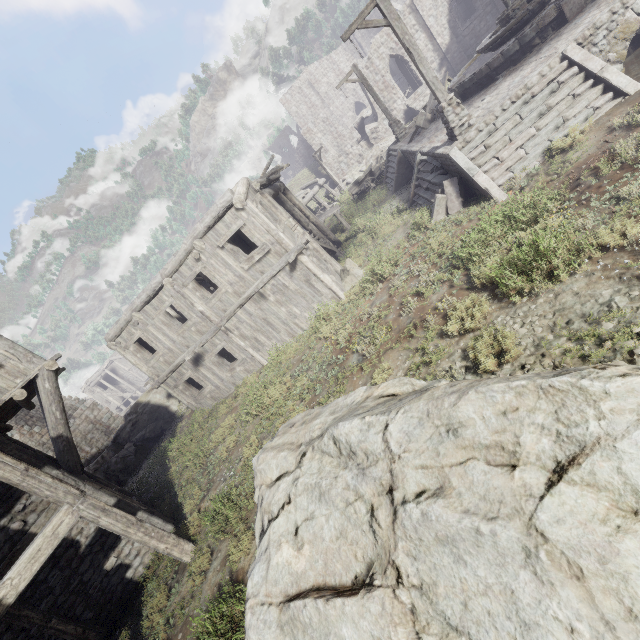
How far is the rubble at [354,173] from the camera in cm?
3195

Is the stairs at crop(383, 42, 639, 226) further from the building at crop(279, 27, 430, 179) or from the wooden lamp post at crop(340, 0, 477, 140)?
the building at crop(279, 27, 430, 179)

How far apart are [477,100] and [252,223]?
10.0m

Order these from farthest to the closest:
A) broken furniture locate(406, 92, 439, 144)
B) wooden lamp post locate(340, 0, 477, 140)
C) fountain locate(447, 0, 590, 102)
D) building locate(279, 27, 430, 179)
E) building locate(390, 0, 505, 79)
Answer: building locate(279, 27, 430, 179) → building locate(390, 0, 505, 79) → broken furniture locate(406, 92, 439, 144) → fountain locate(447, 0, 590, 102) → wooden lamp post locate(340, 0, 477, 140)

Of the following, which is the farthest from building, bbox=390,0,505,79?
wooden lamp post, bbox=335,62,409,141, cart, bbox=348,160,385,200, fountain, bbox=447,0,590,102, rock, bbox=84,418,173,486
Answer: fountain, bbox=447,0,590,102

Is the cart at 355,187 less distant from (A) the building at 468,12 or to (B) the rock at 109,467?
(A) the building at 468,12

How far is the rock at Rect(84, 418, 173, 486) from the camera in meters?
17.7

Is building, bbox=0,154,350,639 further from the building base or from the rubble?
the building base
